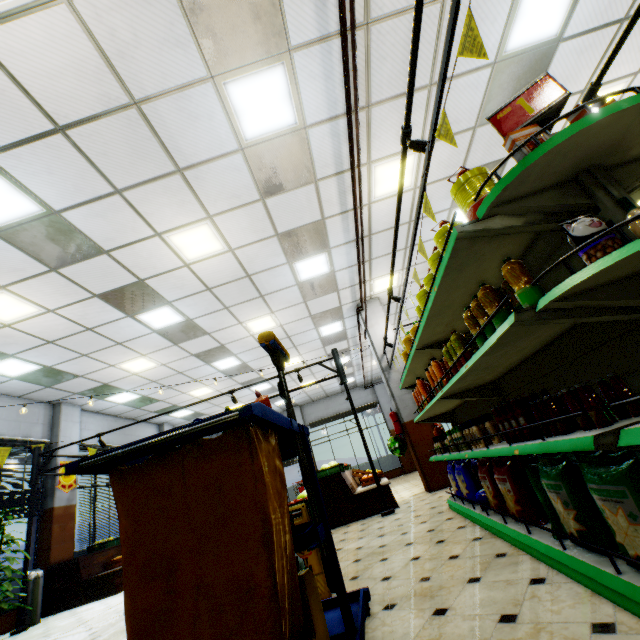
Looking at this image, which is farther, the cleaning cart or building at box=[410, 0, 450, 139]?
building at box=[410, 0, 450, 139]

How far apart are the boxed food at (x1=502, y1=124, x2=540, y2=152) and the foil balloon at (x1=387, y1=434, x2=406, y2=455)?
7.8 meters

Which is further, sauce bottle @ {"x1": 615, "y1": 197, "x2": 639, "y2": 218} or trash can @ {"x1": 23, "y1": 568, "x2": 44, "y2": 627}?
trash can @ {"x1": 23, "y1": 568, "x2": 44, "y2": 627}

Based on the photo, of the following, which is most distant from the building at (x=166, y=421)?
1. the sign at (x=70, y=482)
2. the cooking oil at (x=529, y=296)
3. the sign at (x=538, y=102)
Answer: the sign at (x=538, y=102)

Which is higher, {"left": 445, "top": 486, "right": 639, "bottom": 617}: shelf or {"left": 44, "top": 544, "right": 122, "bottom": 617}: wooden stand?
{"left": 44, "top": 544, "right": 122, "bottom": 617}: wooden stand

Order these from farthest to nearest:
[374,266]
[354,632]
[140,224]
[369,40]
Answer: [374,266] < [140,224] < [369,40] < [354,632]

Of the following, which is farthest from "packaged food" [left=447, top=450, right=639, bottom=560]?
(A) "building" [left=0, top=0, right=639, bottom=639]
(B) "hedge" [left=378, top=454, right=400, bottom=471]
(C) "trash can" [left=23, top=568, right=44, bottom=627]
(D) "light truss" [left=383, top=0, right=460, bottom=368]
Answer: (B) "hedge" [left=378, top=454, right=400, bottom=471]

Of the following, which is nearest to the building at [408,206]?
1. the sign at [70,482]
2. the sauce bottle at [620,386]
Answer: the sign at [70,482]
